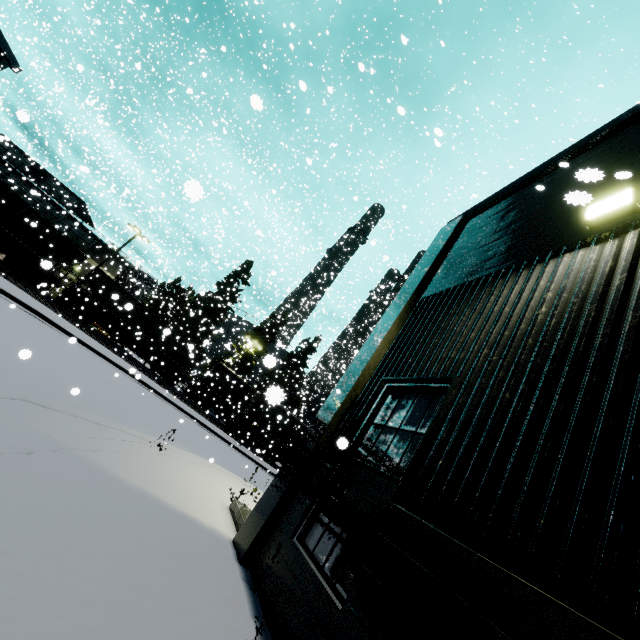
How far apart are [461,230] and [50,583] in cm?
788

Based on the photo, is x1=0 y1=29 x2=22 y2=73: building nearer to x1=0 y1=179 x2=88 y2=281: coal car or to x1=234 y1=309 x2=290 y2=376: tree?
x1=0 y1=179 x2=88 y2=281: coal car

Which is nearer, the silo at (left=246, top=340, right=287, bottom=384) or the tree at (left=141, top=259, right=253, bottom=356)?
the silo at (left=246, top=340, right=287, bottom=384)

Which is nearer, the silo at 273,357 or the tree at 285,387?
the silo at 273,357

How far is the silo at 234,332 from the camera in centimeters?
3441cm

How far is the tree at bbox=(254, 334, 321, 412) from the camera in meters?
16.3 m

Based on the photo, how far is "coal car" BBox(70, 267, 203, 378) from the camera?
26.49m

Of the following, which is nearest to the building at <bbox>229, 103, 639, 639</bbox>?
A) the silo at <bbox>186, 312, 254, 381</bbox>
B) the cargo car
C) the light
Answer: the light
